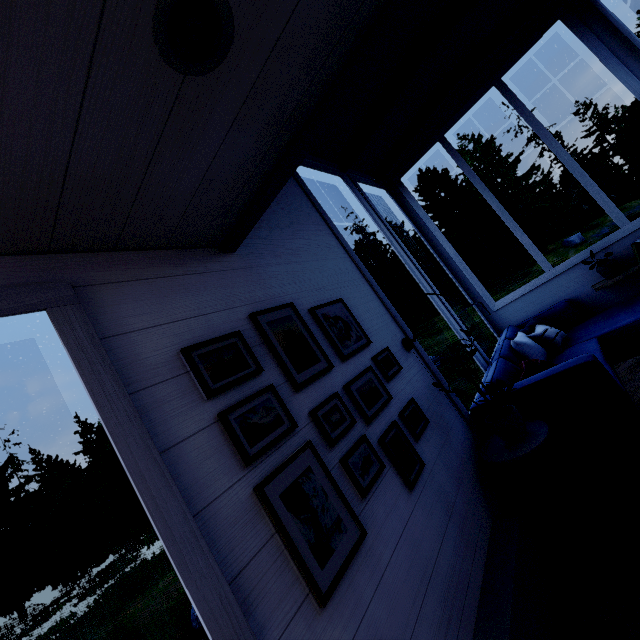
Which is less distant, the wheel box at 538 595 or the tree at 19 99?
the tree at 19 99

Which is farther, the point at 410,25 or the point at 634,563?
the point at 410,25

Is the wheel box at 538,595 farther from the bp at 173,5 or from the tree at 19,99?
the bp at 173,5

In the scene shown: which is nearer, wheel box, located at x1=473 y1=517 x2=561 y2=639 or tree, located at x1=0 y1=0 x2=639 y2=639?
tree, located at x1=0 y1=0 x2=639 y2=639

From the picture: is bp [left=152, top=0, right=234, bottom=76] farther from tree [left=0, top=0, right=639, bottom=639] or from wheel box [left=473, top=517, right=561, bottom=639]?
wheel box [left=473, top=517, right=561, bottom=639]

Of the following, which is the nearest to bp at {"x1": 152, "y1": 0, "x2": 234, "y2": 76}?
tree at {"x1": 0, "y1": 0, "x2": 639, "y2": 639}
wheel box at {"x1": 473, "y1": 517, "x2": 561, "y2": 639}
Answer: tree at {"x1": 0, "y1": 0, "x2": 639, "y2": 639}

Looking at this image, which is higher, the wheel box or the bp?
the bp
